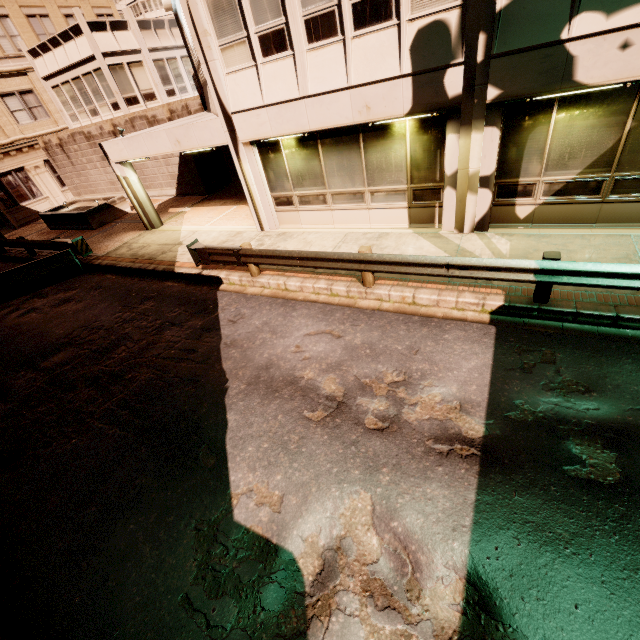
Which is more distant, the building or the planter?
the planter

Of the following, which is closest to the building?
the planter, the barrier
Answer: the barrier

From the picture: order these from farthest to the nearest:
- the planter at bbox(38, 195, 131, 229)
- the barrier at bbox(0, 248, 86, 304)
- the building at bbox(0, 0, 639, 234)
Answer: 1. the planter at bbox(38, 195, 131, 229)
2. the barrier at bbox(0, 248, 86, 304)
3. the building at bbox(0, 0, 639, 234)

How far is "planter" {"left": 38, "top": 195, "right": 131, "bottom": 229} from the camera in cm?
1730

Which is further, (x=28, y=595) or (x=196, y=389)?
(x=196, y=389)

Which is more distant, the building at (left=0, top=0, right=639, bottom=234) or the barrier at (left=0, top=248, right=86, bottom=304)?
the barrier at (left=0, top=248, right=86, bottom=304)

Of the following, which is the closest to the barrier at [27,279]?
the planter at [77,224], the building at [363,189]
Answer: the building at [363,189]
